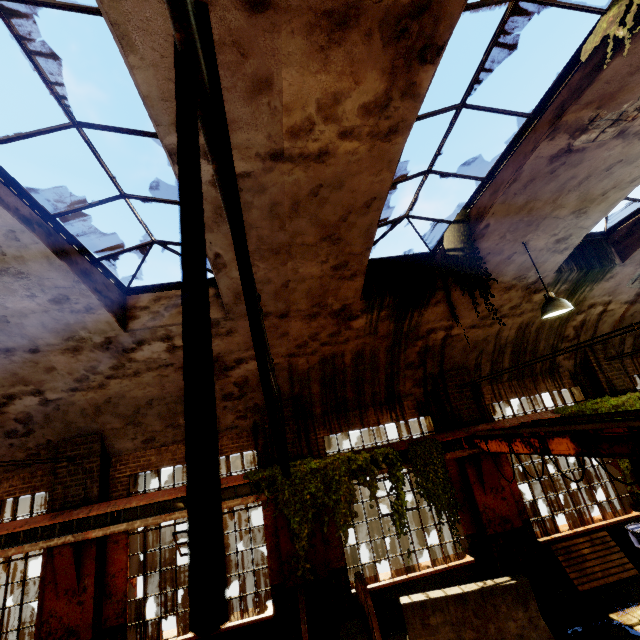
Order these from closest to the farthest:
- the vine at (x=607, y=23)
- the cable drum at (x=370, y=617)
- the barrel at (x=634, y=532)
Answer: the vine at (x=607, y=23) < the cable drum at (x=370, y=617) < the barrel at (x=634, y=532)

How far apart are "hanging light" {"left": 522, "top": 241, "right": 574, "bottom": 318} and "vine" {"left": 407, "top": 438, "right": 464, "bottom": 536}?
3.9 meters

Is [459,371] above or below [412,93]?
below

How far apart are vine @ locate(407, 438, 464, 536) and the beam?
0.0m

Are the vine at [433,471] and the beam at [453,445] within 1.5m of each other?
yes

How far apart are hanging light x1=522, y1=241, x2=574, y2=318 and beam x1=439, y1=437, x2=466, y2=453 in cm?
376

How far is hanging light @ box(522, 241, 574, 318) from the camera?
6.0 meters

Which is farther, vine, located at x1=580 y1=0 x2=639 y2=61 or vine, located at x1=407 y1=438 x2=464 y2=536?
vine, located at x1=407 y1=438 x2=464 y2=536
